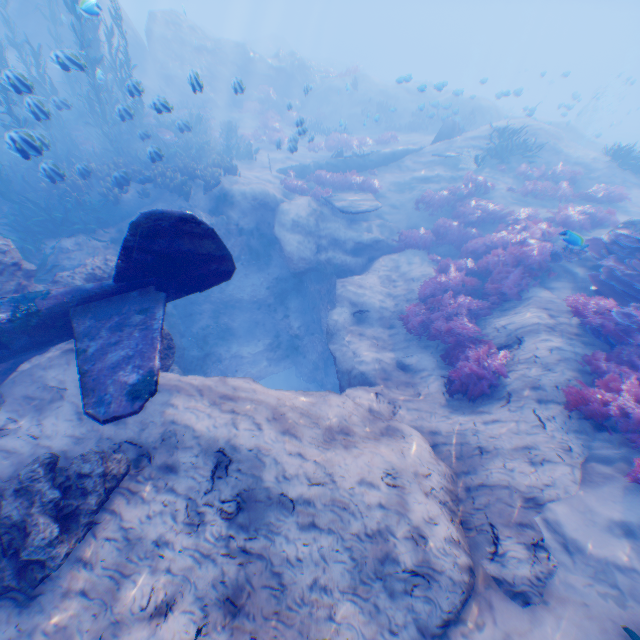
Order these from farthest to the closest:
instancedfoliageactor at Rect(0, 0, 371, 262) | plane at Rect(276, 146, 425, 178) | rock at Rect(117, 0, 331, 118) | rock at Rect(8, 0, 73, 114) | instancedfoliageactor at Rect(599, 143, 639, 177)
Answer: rock at Rect(117, 0, 331, 118) < plane at Rect(276, 146, 425, 178) < rock at Rect(8, 0, 73, 114) < instancedfoliageactor at Rect(599, 143, 639, 177) < instancedfoliageactor at Rect(0, 0, 371, 262)

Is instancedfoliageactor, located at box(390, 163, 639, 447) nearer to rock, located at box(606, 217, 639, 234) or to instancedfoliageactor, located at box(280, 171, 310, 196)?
rock, located at box(606, 217, 639, 234)

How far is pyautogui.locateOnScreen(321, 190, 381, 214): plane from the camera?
12.3m

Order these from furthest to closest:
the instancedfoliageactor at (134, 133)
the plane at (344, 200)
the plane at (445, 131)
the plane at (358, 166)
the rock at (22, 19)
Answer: the plane at (445, 131) → the plane at (358, 166) → the rock at (22, 19) → the plane at (344, 200) → the instancedfoliageactor at (134, 133)

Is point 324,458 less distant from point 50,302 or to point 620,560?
point 620,560

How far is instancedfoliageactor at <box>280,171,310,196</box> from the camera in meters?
15.0

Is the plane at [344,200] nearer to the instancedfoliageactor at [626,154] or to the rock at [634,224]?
the rock at [634,224]

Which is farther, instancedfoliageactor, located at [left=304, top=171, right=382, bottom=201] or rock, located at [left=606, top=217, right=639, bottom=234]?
instancedfoliageactor, located at [left=304, top=171, right=382, bottom=201]
